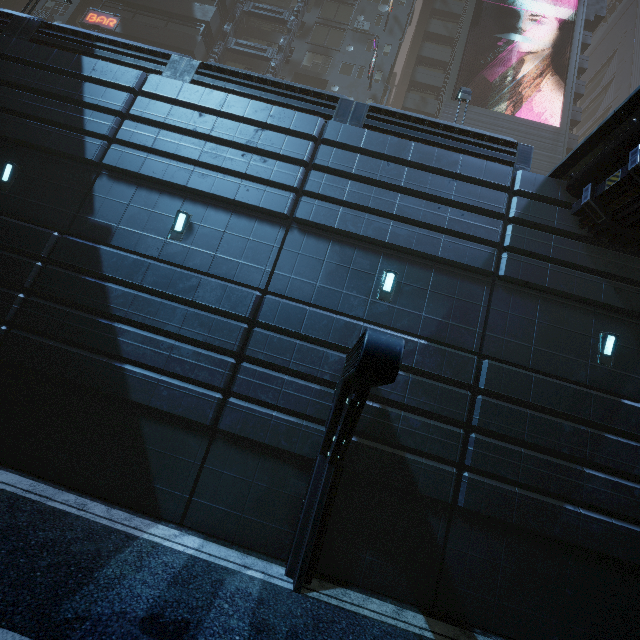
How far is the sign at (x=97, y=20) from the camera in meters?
23.2 m

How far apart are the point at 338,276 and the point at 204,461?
5.9m

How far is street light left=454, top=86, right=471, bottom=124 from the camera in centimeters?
1376cm

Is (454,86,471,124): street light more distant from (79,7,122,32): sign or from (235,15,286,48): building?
(79,7,122,32): sign

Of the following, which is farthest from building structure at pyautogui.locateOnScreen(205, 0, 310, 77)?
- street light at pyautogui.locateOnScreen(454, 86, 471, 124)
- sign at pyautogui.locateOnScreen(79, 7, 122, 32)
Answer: street light at pyautogui.locateOnScreen(454, 86, 471, 124)

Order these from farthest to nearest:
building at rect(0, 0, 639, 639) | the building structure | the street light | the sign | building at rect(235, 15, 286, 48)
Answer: building at rect(235, 15, 286, 48) < the building structure < the sign < the street light < building at rect(0, 0, 639, 639)

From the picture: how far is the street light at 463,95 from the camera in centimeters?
1376cm

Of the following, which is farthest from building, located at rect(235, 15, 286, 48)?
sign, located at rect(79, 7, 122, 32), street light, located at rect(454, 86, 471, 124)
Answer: street light, located at rect(454, 86, 471, 124)
